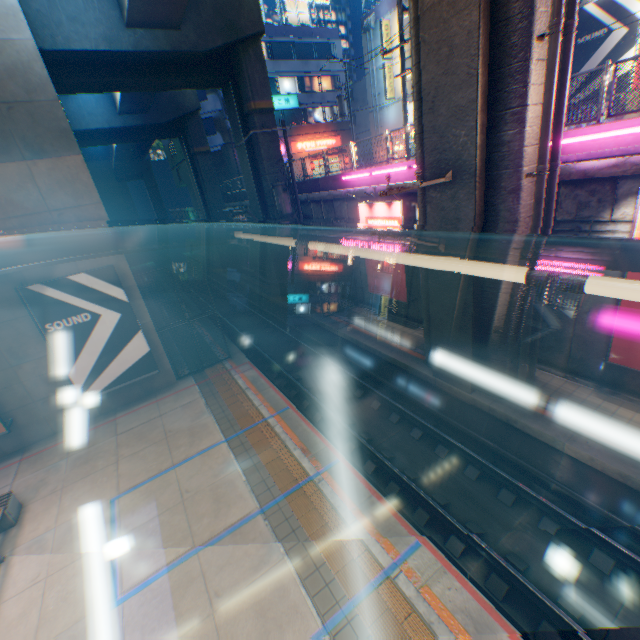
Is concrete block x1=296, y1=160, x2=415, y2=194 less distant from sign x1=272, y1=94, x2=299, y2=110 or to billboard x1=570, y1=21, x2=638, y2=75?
sign x1=272, y1=94, x2=299, y2=110

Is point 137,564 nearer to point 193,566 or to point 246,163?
point 193,566

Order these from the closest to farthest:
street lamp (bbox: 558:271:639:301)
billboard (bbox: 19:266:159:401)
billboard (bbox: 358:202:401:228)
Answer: street lamp (bbox: 558:271:639:301), billboard (bbox: 19:266:159:401), billboard (bbox: 358:202:401:228)

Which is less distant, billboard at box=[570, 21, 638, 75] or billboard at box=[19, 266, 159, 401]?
billboard at box=[19, 266, 159, 401]

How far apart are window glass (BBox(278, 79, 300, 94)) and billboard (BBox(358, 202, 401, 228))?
28.7m

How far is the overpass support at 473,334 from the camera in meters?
8.8

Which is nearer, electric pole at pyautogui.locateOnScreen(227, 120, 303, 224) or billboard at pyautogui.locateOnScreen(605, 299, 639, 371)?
billboard at pyautogui.locateOnScreen(605, 299, 639, 371)
